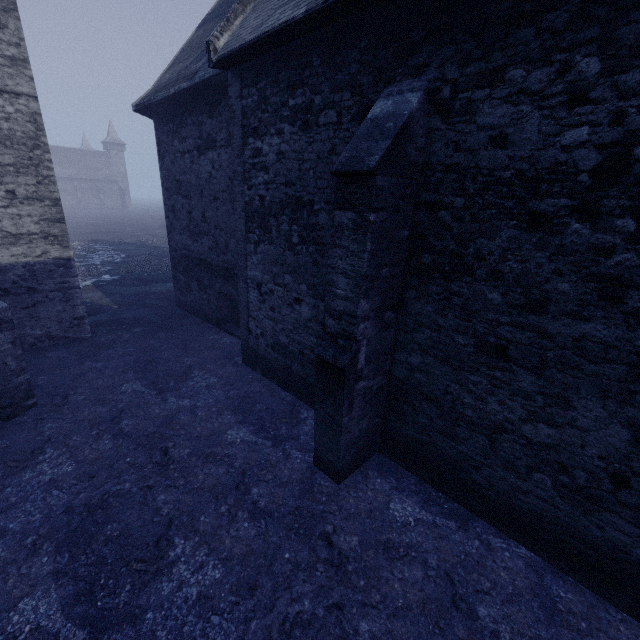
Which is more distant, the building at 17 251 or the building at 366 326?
the building at 17 251

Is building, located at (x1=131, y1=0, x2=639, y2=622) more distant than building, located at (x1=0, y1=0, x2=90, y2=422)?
No

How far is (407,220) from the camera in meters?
4.5 m
